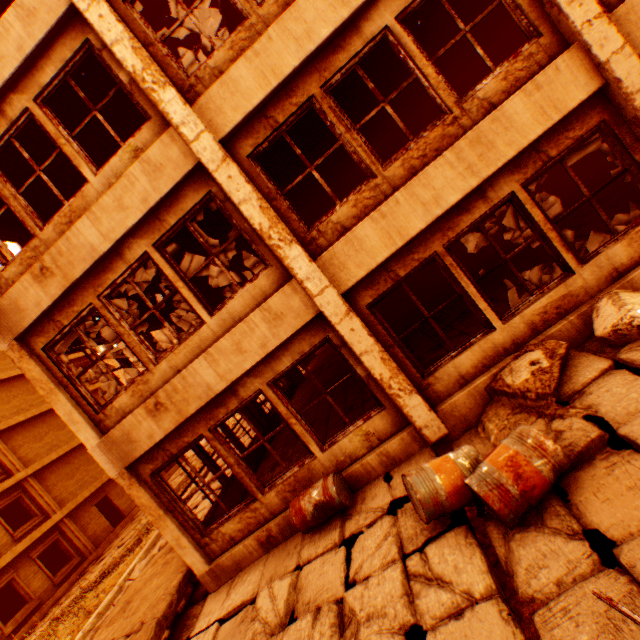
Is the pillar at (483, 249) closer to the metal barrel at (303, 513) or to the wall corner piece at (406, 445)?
the wall corner piece at (406, 445)

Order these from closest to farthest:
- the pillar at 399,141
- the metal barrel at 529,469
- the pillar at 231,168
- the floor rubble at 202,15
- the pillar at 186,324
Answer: the metal barrel at 529,469
the pillar at 231,168
the pillar at 186,324
the pillar at 399,141
the floor rubble at 202,15

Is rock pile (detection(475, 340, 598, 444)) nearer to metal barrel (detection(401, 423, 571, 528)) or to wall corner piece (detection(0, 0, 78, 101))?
metal barrel (detection(401, 423, 571, 528))

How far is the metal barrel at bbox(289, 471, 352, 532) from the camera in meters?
4.9

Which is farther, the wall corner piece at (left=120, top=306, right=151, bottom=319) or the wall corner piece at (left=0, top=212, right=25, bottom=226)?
the wall corner piece at (left=120, top=306, right=151, bottom=319)

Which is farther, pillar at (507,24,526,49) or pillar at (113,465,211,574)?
pillar at (507,24,526,49)

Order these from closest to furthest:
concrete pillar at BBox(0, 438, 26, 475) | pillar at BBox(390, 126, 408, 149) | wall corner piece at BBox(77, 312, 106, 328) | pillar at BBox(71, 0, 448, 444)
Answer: pillar at BBox(71, 0, 448, 444)
wall corner piece at BBox(77, 312, 106, 328)
pillar at BBox(390, 126, 408, 149)
concrete pillar at BBox(0, 438, 26, 475)

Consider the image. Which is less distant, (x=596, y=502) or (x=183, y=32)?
(x=596, y=502)
